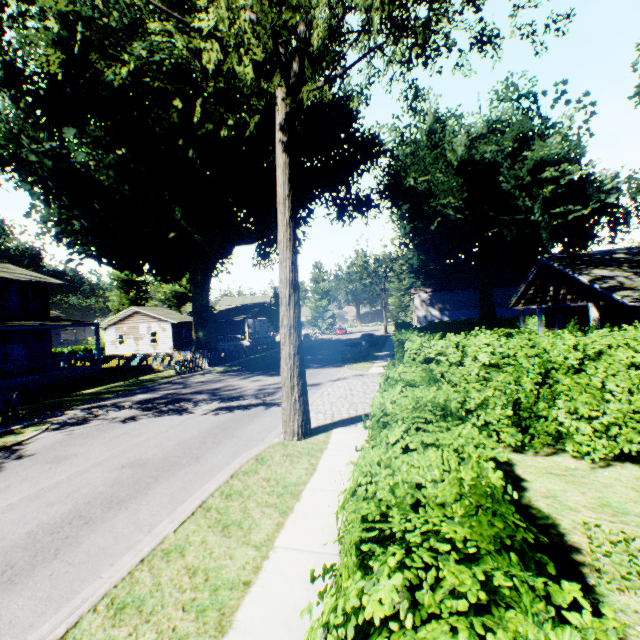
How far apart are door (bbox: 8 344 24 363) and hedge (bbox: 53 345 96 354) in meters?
26.4 m

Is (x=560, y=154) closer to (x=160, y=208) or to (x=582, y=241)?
(x=582, y=241)

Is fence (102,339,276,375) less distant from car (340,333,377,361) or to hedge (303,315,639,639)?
car (340,333,377,361)

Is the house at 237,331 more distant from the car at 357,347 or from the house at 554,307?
the house at 554,307

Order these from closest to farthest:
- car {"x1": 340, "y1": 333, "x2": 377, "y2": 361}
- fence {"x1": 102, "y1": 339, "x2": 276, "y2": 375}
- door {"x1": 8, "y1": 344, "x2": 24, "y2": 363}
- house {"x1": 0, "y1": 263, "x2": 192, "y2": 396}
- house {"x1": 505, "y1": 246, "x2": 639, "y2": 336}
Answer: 1. house {"x1": 505, "y1": 246, "x2": 639, "y2": 336}
2. house {"x1": 0, "y1": 263, "x2": 192, "y2": 396}
3. door {"x1": 8, "y1": 344, "x2": 24, "y2": 363}
4. car {"x1": 340, "y1": 333, "x2": 377, "y2": 361}
5. fence {"x1": 102, "y1": 339, "x2": 276, "y2": 375}

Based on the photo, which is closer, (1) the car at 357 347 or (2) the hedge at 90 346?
(1) the car at 357 347

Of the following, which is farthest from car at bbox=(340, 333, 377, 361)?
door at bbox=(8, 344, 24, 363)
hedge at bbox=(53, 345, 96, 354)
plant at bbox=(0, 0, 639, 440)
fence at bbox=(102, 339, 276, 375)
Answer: hedge at bbox=(53, 345, 96, 354)

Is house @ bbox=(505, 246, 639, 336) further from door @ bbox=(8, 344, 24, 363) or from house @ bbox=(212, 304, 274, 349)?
door @ bbox=(8, 344, 24, 363)
